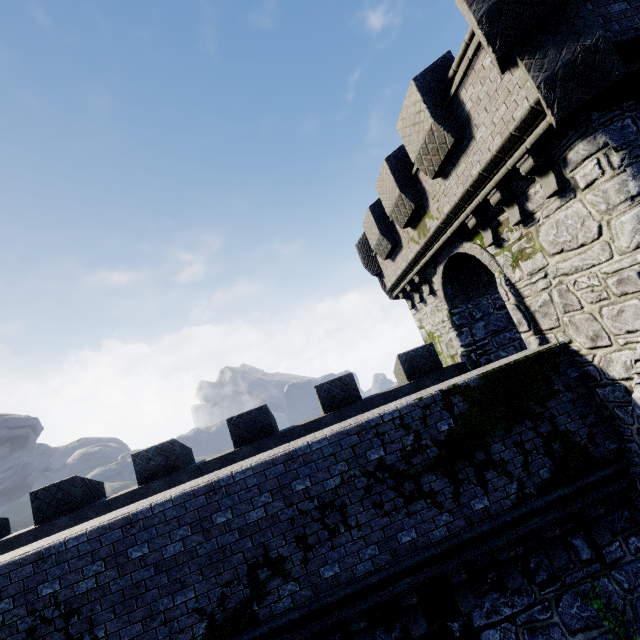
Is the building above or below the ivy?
above

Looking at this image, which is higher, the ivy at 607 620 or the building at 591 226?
the building at 591 226

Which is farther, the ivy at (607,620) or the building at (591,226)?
the ivy at (607,620)

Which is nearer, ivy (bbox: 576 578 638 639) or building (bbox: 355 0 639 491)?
building (bbox: 355 0 639 491)

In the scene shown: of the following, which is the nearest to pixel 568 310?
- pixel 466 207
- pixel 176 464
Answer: pixel 466 207
